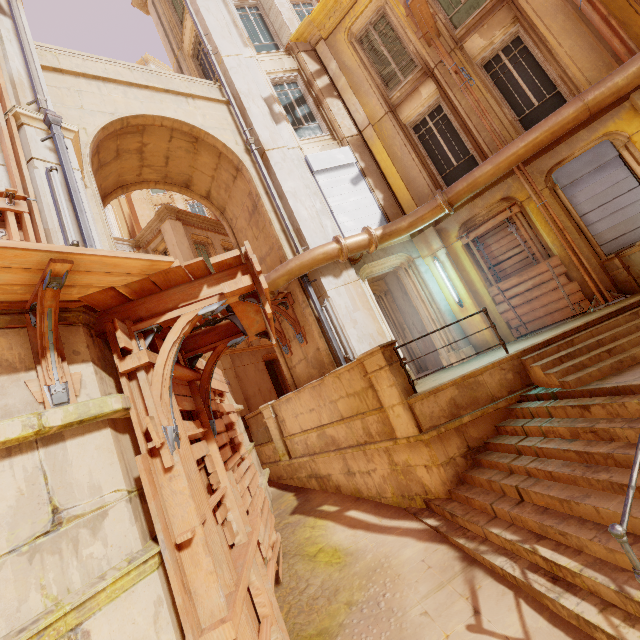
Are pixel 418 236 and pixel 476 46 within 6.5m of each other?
yes

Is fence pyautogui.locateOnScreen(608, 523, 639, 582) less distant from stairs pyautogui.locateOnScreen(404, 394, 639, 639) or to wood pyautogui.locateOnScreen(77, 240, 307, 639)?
stairs pyautogui.locateOnScreen(404, 394, 639, 639)

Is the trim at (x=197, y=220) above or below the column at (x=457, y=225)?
above

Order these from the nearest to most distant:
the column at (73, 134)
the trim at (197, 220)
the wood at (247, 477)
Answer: the wood at (247, 477)
the column at (73, 134)
the trim at (197, 220)

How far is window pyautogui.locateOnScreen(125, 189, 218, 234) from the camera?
23.23m

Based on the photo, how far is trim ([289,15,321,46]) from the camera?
10.92m

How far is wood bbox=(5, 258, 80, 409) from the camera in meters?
2.4 m

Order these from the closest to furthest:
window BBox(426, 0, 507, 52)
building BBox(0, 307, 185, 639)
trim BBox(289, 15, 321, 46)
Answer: building BBox(0, 307, 185, 639)
window BBox(426, 0, 507, 52)
trim BBox(289, 15, 321, 46)
